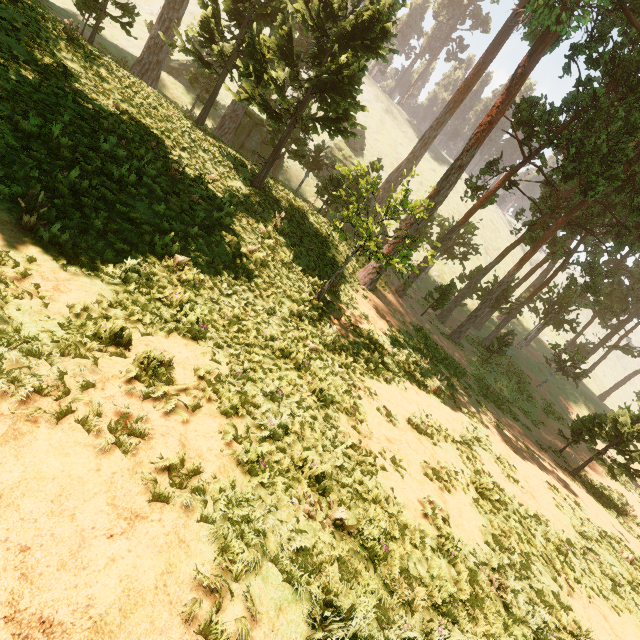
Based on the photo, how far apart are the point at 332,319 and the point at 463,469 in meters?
6.5 m

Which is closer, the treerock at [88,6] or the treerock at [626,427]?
the treerock at [626,427]

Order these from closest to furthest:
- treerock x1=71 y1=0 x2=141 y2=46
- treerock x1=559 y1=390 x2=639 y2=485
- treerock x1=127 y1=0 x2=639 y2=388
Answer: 1. treerock x1=127 y1=0 x2=639 y2=388
2. treerock x1=559 y1=390 x2=639 y2=485
3. treerock x1=71 y1=0 x2=141 y2=46

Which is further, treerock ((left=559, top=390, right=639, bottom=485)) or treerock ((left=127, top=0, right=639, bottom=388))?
treerock ((left=559, top=390, right=639, bottom=485))

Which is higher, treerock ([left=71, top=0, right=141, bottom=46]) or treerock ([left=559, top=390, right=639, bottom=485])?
treerock ([left=71, top=0, right=141, bottom=46])
